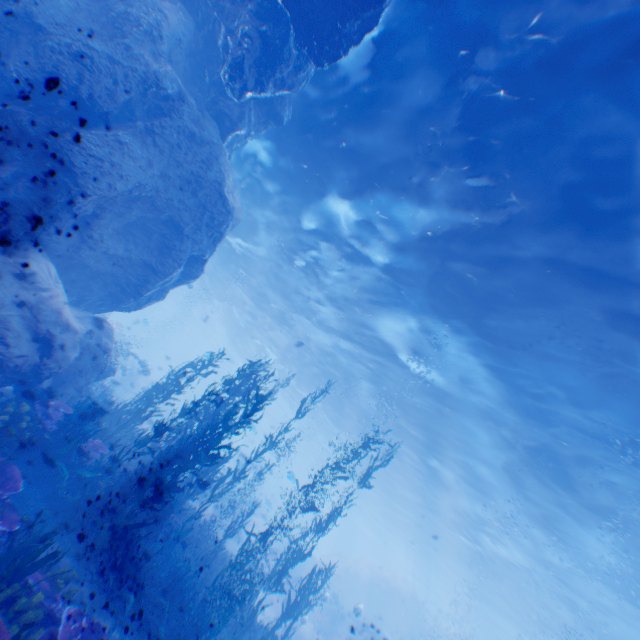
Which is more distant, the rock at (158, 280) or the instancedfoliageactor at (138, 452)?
the rock at (158, 280)

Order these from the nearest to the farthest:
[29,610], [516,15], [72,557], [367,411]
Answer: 1. [29,610]
2. [516,15]
3. [72,557]
4. [367,411]

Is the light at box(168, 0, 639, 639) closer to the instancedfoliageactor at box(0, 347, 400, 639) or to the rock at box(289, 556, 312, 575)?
the rock at box(289, 556, 312, 575)

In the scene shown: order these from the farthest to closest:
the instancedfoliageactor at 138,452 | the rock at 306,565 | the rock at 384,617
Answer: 1. the rock at 306,565
2. the rock at 384,617
3. the instancedfoliageactor at 138,452

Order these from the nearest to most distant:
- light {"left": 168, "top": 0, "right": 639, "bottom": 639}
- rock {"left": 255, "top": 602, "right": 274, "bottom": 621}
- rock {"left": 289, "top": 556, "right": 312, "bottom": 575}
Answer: light {"left": 168, "top": 0, "right": 639, "bottom": 639} → rock {"left": 255, "top": 602, "right": 274, "bottom": 621} → rock {"left": 289, "top": 556, "right": 312, "bottom": 575}

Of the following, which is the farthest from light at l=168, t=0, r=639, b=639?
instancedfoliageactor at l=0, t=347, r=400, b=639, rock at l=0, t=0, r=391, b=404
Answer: instancedfoliageactor at l=0, t=347, r=400, b=639

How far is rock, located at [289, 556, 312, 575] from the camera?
27.51m
